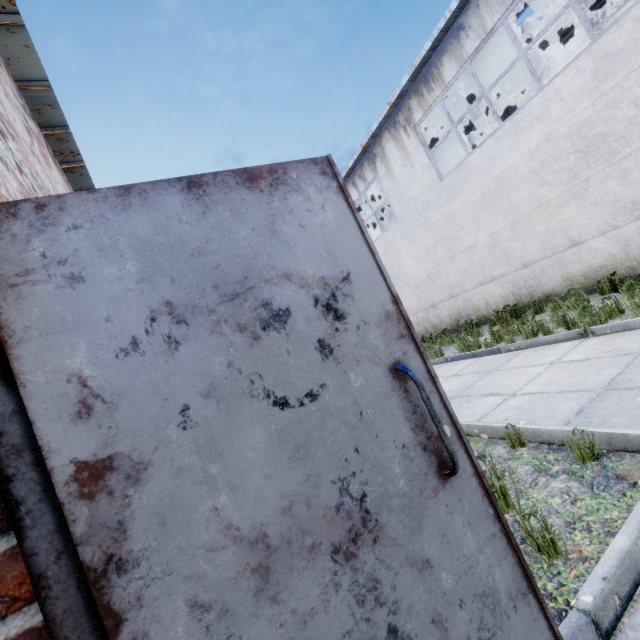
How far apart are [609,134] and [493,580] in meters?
9.3
